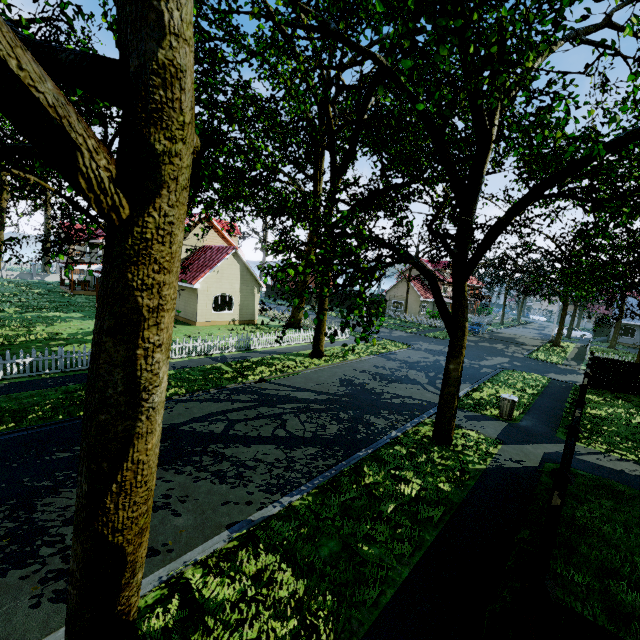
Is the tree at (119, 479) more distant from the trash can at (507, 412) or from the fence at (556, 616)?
the trash can at (507, 412)

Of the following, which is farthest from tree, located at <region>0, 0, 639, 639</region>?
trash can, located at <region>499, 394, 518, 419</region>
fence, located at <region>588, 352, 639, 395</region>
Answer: trash can, located at <region>499, 394, 518, 419</region>

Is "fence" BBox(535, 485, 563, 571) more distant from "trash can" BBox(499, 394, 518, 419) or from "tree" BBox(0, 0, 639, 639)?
"trash can" BBox(499, 394, 518, 419)

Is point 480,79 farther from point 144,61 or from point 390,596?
point 390,596
